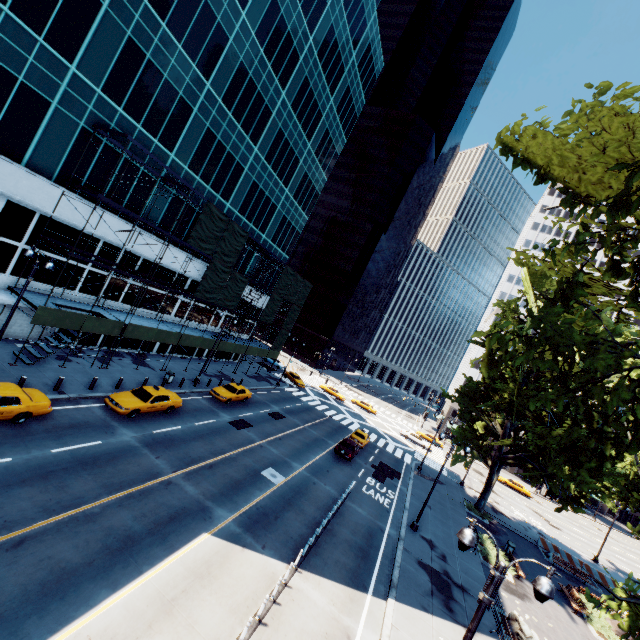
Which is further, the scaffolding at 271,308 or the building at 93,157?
the building at 93,157

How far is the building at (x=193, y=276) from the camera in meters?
32.8

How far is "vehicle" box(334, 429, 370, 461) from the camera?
30.1m

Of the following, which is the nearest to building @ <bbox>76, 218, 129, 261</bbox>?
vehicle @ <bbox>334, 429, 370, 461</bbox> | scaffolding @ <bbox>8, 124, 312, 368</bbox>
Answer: scaffolding @ <bbox>8, 124, 312, 368</bbox>

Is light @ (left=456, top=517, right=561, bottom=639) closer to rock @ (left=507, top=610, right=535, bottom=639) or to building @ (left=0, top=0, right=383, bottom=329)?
rock @ (left=507, top=610, right=535, bottom=639)

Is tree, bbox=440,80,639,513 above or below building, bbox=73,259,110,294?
above

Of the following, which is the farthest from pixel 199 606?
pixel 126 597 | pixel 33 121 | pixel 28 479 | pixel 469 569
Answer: pixel 33 121

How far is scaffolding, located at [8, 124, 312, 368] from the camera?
20.6m
